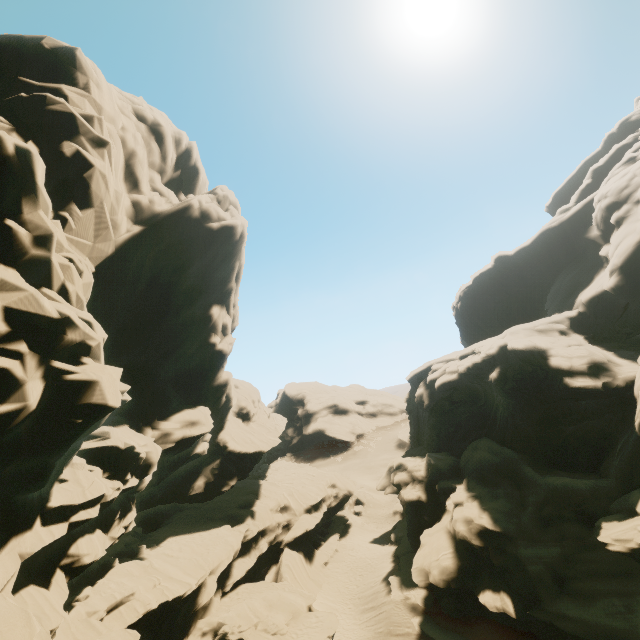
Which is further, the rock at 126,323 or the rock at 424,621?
the rock at 424,621

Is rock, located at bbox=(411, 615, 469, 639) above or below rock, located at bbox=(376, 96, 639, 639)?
below

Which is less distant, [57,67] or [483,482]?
[57,67]

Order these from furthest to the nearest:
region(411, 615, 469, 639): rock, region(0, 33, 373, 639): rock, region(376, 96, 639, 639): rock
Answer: region(411, 615, 469, 639): rock < region(376, 96, 639, 639): rock < region(0, 33, 373, 639): rock

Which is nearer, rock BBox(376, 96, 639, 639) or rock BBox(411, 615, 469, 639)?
rock BBox(376, 96, 639, 639)
